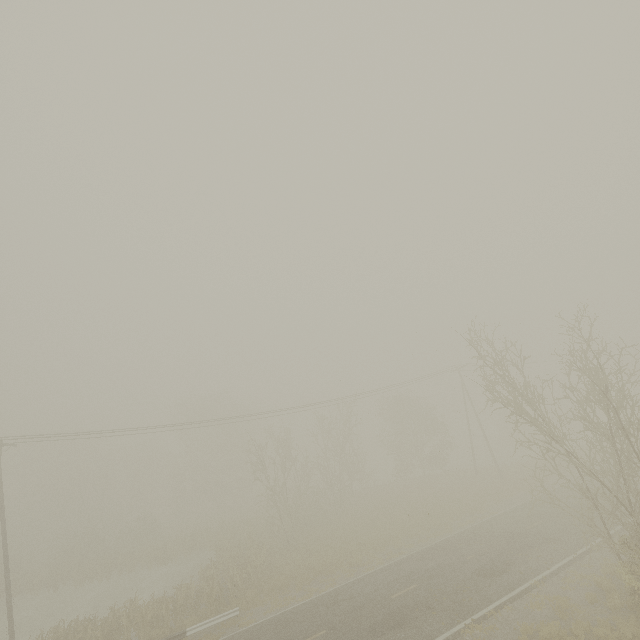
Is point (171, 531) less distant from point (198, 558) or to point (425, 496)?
point (198, 558)
